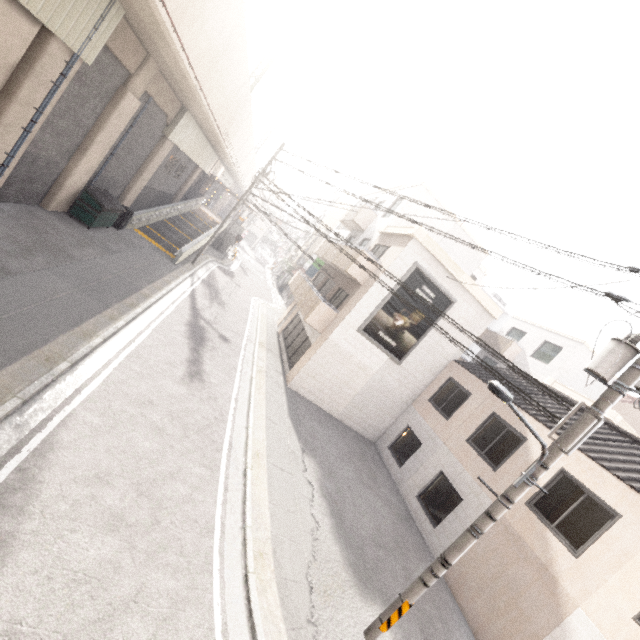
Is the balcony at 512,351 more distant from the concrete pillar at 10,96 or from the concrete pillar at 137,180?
the concrete pillar at 10,96

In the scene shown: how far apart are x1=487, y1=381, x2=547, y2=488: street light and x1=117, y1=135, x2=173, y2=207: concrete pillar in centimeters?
1981cm

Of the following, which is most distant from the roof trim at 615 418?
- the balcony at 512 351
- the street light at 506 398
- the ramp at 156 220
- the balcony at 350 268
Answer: the ramp at 156 220

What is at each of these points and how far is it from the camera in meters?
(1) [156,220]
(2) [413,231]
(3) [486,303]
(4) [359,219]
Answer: (1) ramp, 21.3 m
(2) roof trim, 13.7 m
(3) roof trim, 15.2 m
(4) balcony, 20.0 m

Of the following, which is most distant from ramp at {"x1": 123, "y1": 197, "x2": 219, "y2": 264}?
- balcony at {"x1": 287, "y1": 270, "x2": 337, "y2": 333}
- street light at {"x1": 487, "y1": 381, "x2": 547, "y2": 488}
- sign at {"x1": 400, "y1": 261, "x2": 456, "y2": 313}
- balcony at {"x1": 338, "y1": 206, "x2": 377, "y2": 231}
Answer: street light at {"x1": 487, "y1": 381, "x2": 547, "y2": 488}

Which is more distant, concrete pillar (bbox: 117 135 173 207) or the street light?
concrete pillar (bbox: 117 135 173 207)

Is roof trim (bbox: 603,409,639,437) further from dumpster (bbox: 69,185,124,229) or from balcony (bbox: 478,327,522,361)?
dumpster (bbox: 69,185,124,229)

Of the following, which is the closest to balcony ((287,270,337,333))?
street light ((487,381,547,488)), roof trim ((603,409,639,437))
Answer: street light ((487,381,547,488))
